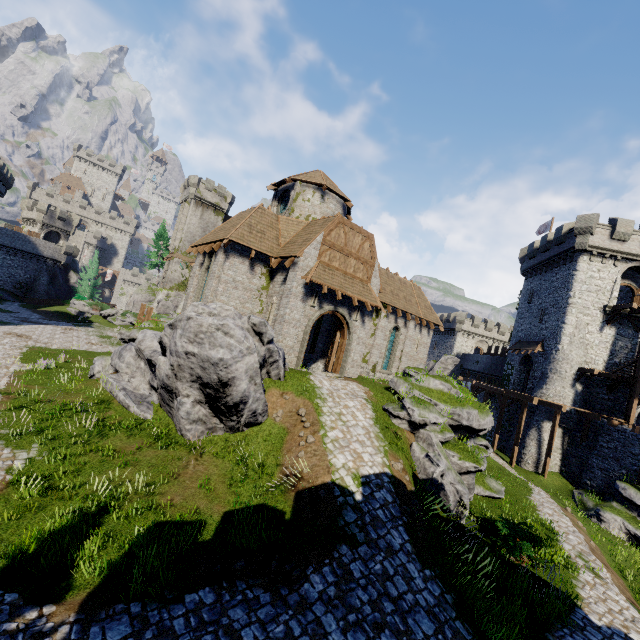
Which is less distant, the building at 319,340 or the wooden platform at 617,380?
the building at 319,340

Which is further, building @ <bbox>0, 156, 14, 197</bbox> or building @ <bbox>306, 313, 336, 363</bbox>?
building @ <bbox>0, 156, 14, 197</bbox>

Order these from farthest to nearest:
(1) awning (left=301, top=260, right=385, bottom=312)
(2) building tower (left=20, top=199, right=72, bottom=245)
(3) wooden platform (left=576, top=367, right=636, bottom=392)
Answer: (2) building tower (left=20, top=199, right=72, bottom=245), (3) wooden platform (left=576, top=367, right=636, bottom=392), (1) awning (left=301, top=260, right=385, bottom=312)

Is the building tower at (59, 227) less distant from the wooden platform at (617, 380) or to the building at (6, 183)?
the building at (6, 183)

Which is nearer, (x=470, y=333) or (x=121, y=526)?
(x=121, y=526)

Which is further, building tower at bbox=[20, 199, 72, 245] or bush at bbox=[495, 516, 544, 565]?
building tower at bbox=[20, 199, 72, 245]

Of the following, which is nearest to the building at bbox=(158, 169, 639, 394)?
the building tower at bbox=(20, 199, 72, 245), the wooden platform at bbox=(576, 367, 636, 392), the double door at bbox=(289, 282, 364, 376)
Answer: the double door at bbox=(289, 282, 364, 376)

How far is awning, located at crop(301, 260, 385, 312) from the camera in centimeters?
1725cm
